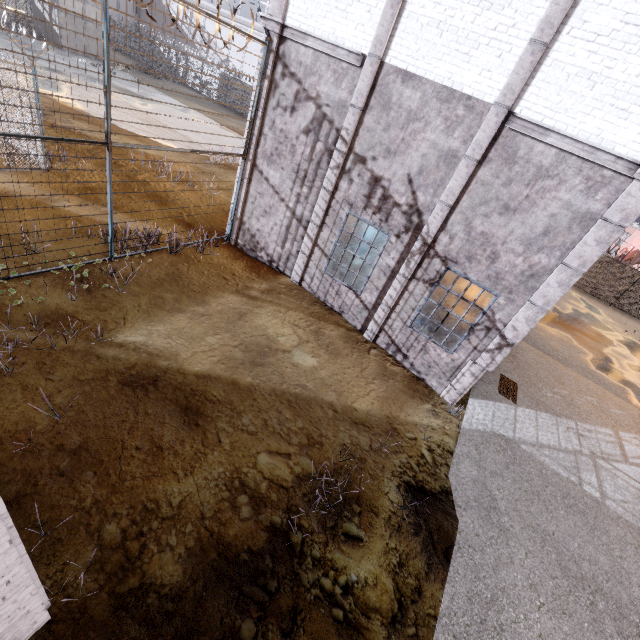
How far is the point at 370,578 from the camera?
4.6m

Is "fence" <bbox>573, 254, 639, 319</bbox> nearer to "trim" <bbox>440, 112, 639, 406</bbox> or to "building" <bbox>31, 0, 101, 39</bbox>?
"trim" <bbox>440, 112, 639, 406</bbox>

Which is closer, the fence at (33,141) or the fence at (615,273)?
the fence at (33,141)

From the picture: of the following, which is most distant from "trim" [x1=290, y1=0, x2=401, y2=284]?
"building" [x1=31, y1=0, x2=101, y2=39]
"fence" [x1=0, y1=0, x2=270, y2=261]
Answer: "building" [x1=31, y1=0, x2=101, y2=39]

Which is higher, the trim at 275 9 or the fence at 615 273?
the trim at 275 9

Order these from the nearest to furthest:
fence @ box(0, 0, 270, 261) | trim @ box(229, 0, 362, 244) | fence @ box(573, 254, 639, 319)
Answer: fence @ box(0, 0, 270, 261), trim @ box(229, 0, 362, 244), fence @ box(573, 254, 639, 319)
